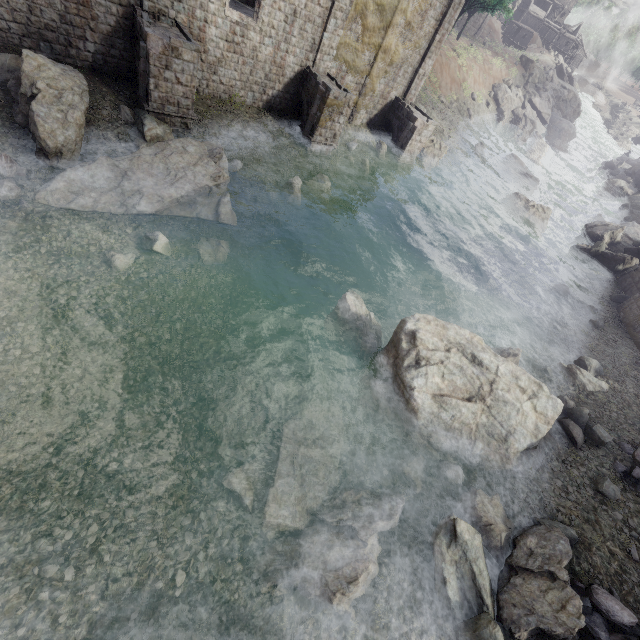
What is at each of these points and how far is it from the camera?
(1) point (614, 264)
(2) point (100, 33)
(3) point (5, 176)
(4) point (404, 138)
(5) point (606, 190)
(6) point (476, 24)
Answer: (1) rock, 26.4 meters
(2) building, 14.6 meters
(3) rubble, 11.6 meters
(4) stone arch, 26.1 meters
(5) rock, 46.7 meters
(6) building, 55.3 meters

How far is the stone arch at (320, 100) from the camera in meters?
19.8

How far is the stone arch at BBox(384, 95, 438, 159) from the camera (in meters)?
25.34

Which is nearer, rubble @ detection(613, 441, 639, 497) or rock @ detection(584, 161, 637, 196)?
rubble @ detection(613, 441, 639, 497)

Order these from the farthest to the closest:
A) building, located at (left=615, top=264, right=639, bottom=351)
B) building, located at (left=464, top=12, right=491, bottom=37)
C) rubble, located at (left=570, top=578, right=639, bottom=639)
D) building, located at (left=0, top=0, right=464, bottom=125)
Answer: building, located at (left=464, top=12, right=491, bottom=37)
building, located at (left=615, top=264, right=639, bottom=351)
building, located at (left=0, top=0, right=464, bottom=125)
rubble, located at (left=570, top=578, right=639, bottom=639)

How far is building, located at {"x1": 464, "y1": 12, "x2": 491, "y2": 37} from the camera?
54.1m

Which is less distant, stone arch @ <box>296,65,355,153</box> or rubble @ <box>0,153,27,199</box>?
rubble @ <box>0,153,27,199</box>

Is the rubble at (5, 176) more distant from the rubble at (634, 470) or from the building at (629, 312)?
the rubble at (634, 470)
